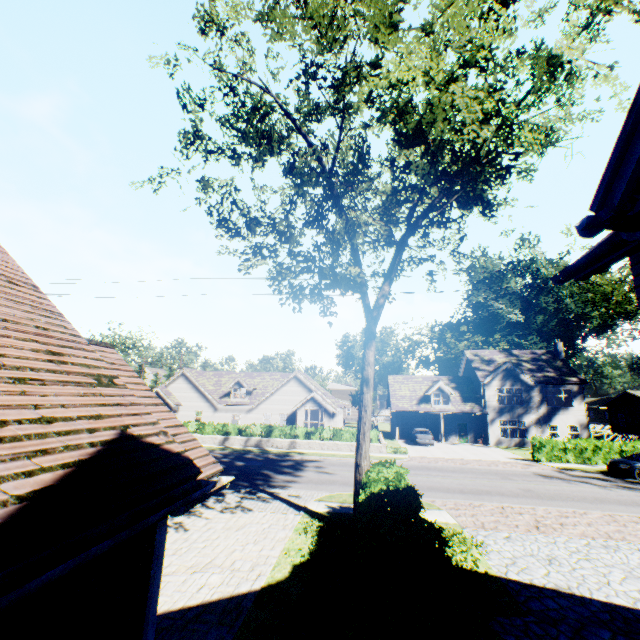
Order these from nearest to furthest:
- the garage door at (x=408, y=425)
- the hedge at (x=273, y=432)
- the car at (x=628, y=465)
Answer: the car at (x=628, y=465), the hedge at (x=273, y=432), the garage door at (x=408, y=425)

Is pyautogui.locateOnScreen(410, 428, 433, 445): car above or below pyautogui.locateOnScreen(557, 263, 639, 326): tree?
below

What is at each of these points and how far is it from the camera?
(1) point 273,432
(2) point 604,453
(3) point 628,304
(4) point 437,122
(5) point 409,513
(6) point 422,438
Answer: (1) hedge, 29.61m
(2) hedge, 24.84m
(3) tree, 34.03m
(4) tree, 7.33m
(5) hedge, 6.77m
(6) car, 32.75m

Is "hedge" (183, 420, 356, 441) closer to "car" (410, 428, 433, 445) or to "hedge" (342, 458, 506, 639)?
"car" (410, 428, 433, 445)

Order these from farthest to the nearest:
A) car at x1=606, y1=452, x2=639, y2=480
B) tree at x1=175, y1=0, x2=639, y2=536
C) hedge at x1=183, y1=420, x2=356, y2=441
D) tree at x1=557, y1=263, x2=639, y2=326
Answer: tree at x1=557, y1=263, x2=639, y2=326 < hedge at x1=183, y1=420, x2=356, y2=441 < car at x1=606, y1=452, x2=639, y2=480 < tree at x1=175, y1=0, x2=639, y2=536

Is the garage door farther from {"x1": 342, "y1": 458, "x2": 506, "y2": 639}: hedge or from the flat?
{"x1": 342, "y1": 458, "x2": 506, "y2": 639}: hedge

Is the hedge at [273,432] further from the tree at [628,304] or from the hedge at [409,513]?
the hedge at [409,513]

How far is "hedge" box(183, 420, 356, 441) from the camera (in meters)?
28.71
